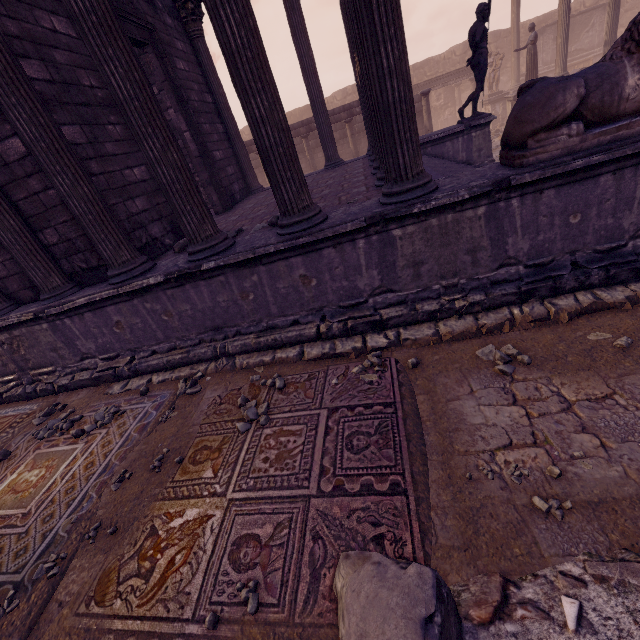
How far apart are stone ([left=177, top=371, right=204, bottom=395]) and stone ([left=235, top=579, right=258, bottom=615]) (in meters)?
2.72

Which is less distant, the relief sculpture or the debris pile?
the debris pile

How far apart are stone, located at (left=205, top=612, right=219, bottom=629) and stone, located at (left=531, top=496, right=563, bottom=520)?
2.0m

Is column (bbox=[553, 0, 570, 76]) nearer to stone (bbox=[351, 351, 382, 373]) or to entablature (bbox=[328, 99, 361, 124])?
entablature (bbox=[328, 99, 361, 124])

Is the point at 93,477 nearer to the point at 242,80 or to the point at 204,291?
the point at 204,291

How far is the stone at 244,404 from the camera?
3.6 meters

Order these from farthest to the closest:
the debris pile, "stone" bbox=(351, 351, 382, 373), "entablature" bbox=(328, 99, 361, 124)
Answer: "entablature" bbox=(328, 99, 361, 124) → "stone" bbox=(351, 351, 382, 373) → the debris pile

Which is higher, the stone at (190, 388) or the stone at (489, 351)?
the stone at (190, 388)
